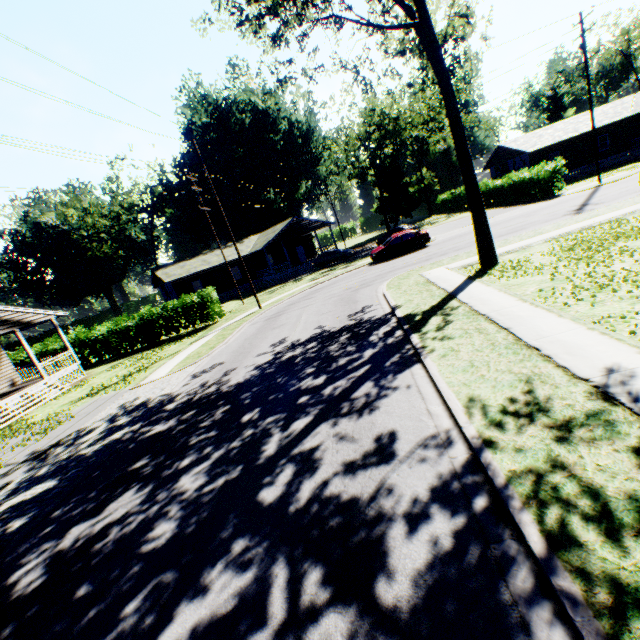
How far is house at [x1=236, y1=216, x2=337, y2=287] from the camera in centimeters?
3822cm

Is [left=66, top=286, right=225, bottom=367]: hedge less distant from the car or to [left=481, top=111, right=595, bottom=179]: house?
the car

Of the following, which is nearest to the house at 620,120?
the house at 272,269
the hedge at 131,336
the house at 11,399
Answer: the house at 272,269

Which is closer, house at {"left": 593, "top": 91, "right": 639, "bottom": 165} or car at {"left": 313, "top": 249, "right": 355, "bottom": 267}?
house at {"left": 593, "top": 91, "right": 639, "bottom": 165}

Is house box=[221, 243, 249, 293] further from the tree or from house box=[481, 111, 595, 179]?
the tree

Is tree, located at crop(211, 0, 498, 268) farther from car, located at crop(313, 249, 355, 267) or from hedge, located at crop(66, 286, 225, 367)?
car, located at crop(313, 249, 355, 267)

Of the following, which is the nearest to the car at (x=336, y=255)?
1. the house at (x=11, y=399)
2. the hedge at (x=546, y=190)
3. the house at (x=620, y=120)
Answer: the hedge at (x=546, y=190)

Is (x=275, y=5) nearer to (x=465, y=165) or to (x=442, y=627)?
(x=465, y=165)
